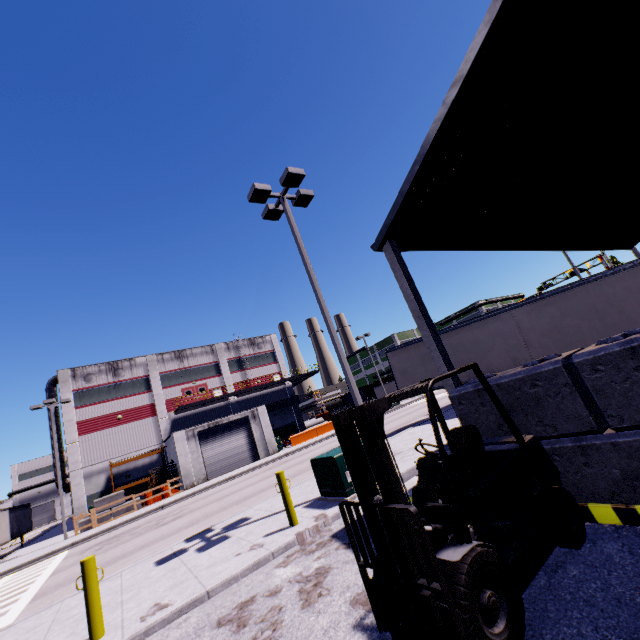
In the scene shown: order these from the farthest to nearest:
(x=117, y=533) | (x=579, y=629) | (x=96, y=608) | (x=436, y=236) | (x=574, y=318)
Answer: (x=117, y=533), (x=574, y=318), (x=436, y=236), (x=96, y=608), (x=579, y=629)

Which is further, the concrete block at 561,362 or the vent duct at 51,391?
the vent duct at 51,391

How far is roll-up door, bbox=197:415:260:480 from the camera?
29.2 meters

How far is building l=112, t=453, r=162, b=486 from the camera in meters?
31.6 m

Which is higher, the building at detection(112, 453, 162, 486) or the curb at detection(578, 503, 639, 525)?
the building at detection(112, 453, 162, 486)

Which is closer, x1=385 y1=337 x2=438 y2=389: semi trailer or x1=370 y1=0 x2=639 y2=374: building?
x1=370 y1=0 x2=639 y2=374: building

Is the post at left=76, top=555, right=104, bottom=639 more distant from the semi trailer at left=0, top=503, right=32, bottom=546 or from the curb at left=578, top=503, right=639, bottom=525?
the curb at left=578, top=503, right=639, bottom=525

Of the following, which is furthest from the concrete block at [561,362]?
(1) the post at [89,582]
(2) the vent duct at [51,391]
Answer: (2) the vent duct at [51,391]
